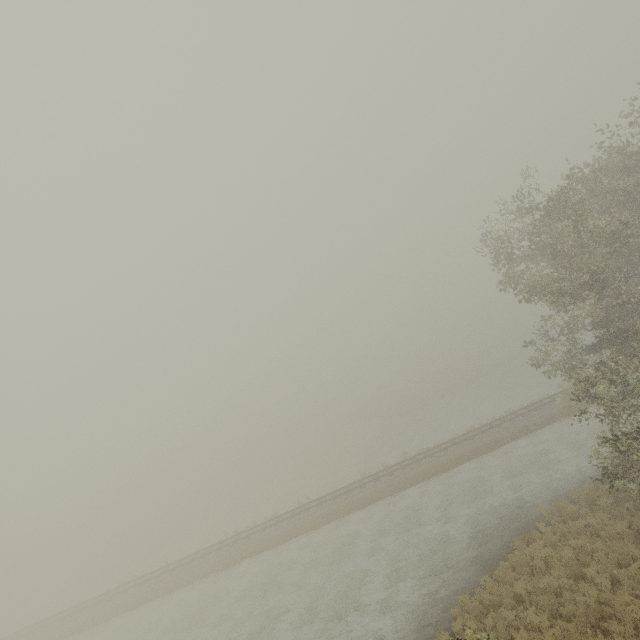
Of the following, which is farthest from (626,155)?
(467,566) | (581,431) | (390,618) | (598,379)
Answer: (581,431)
